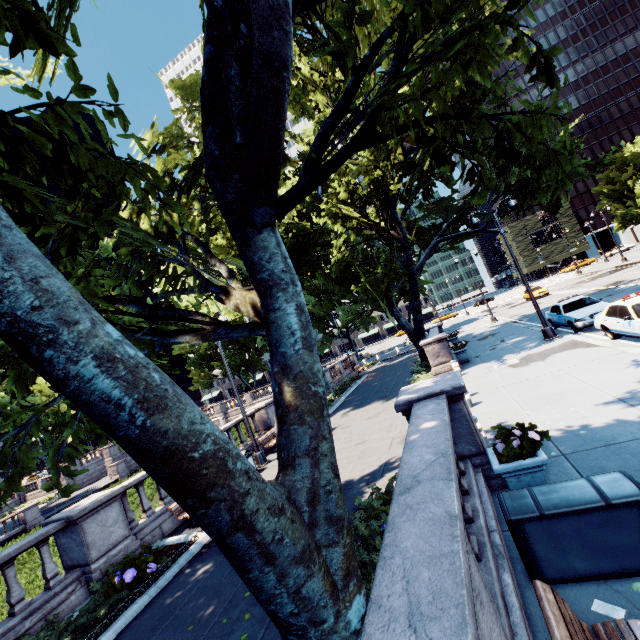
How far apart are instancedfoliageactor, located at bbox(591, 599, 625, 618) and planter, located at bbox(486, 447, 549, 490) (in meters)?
1.68

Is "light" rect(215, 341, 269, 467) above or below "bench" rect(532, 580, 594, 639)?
below

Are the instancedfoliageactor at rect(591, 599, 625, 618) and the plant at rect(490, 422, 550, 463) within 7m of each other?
yes

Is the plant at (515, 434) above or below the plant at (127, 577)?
above

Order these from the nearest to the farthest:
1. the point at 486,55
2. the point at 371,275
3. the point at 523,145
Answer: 1. the point at 486,55
2. the point at 523,145
3. the point at 371,275

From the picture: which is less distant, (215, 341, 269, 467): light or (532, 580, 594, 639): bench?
(532, 580, 594, 639): bench

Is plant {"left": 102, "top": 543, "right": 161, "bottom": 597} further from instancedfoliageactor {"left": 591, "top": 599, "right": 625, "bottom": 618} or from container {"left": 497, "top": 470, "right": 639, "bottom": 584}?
instancedfoliageactor {"left": 591, "top": 599, "right": 625, "bottom": 618}

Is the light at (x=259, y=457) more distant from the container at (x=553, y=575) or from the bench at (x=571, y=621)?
the bench at (x=571, y=621)
